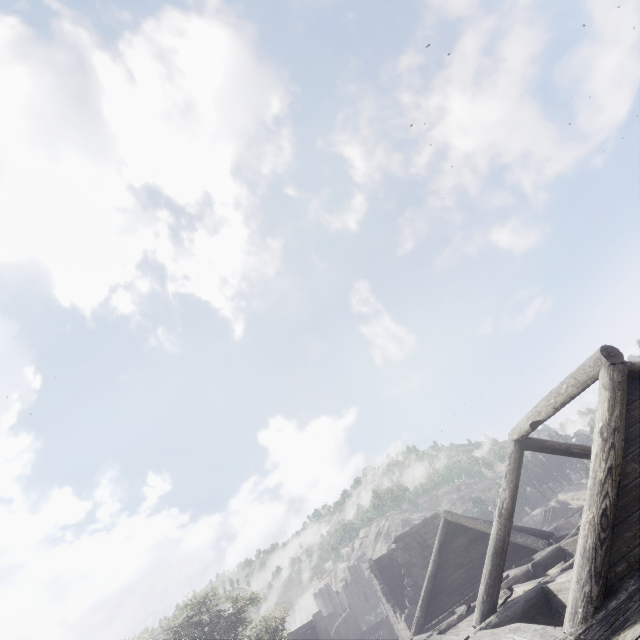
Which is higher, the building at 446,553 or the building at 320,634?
the building at 320,634

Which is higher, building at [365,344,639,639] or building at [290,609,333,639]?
building at [290,609,333,639]

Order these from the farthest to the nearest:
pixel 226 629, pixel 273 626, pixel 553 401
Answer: pixel 273 626 < pixel 226 629 < pixel 553 401

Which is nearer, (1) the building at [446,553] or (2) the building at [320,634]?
(1) the building at [446,553]

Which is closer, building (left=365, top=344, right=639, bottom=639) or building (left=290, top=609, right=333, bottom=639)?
building (left=365, top=344, right=639, bottom=639)
